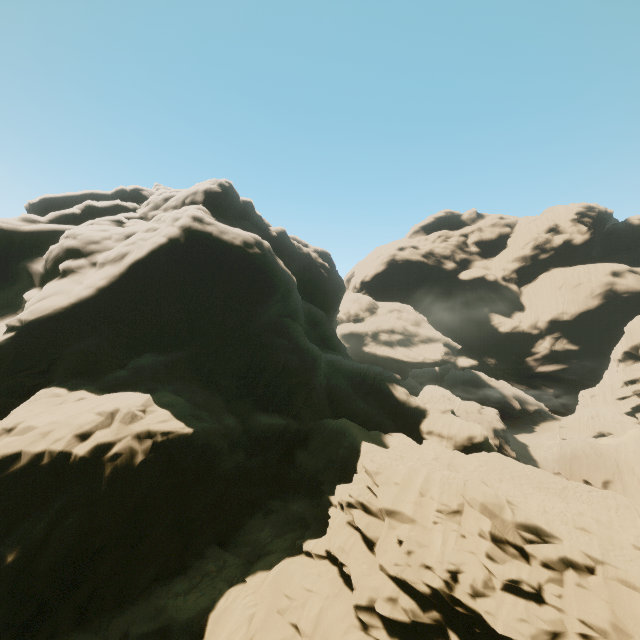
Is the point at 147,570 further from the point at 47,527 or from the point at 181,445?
the point at 181,445
